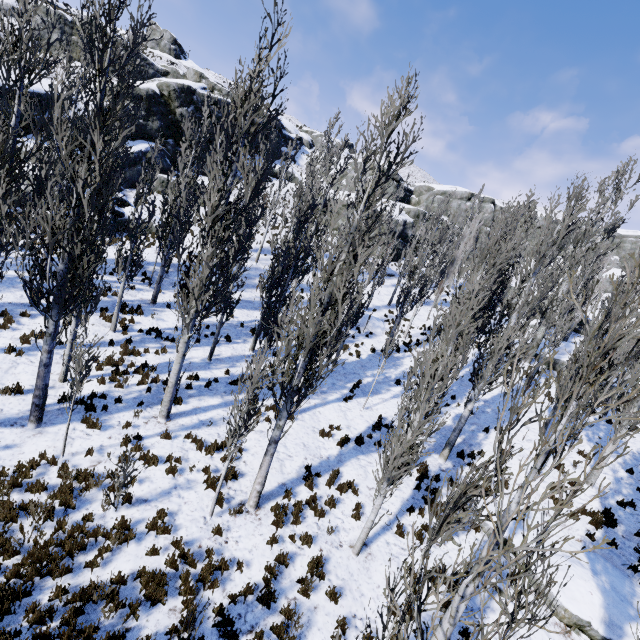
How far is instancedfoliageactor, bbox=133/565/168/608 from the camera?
6.2 meters

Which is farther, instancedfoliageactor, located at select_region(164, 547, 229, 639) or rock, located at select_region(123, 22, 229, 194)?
rock, located at select_region(123, 22, 229, 194)

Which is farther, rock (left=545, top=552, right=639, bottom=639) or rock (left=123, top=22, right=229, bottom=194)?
rock (left=123, top=22, right=229, bottom=194)

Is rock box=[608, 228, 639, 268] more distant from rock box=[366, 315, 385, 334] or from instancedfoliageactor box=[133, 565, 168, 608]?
rock box=[366, 315, 385, 334]

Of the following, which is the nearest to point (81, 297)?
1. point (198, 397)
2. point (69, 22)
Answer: point (198, 397)

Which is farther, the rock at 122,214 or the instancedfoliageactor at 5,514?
the rock at 122,214

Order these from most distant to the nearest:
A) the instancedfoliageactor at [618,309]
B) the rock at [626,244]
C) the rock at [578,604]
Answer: the rock at [626,244] < the rock at [578,604] < the instancedfoliageactor at [618,309]

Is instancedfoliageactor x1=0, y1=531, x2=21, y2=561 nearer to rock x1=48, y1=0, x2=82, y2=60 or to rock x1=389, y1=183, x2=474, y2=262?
rock x1=389, y1=183, x2=474, y2=262
